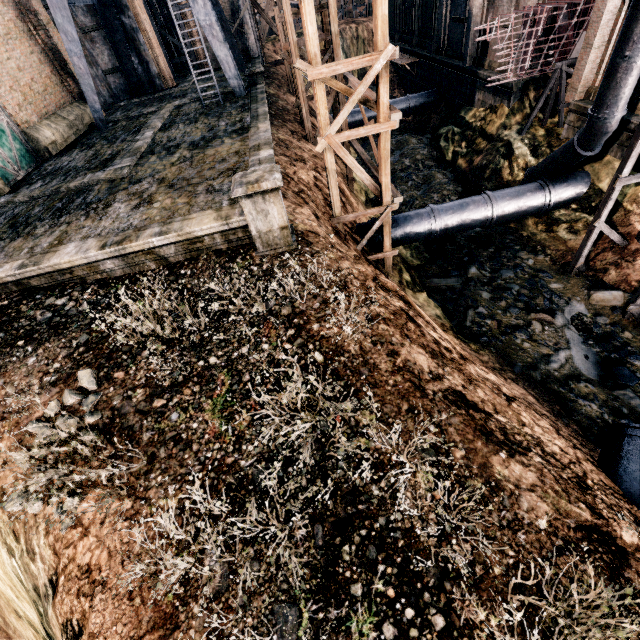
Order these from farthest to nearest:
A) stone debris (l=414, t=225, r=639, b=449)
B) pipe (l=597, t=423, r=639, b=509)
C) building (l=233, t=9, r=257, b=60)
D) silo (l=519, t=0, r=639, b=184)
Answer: building (l=233, t=9, r=257, b=60) < silo (l=519, t=0, r=639, b=184) < stone debris (l=414, t=225, r=639, b=449) < pipe (l=597, t=423, r=639, b=509)

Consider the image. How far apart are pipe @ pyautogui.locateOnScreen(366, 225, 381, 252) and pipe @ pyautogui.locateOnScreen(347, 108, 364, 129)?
18.4 meters

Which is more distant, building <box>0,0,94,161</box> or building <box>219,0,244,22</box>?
building <box>219,0,244,22</box>

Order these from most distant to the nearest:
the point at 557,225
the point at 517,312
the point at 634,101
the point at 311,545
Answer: the point at 557,225 → the point at 634,101 → the point at 517,312 → the point at 311,545

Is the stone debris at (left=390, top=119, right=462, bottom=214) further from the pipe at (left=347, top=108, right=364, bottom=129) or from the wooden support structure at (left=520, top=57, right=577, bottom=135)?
the wooden support structure at (left=520, top=57, right=577, bottom=135)

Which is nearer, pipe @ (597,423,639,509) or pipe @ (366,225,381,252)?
pipe @ (597,423,639,509)

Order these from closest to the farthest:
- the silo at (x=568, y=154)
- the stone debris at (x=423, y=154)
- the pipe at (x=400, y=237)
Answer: the silo at (x=568, y=154) → the pipe at (x=400, y=237) → the stone debris at (x=423, y=154)

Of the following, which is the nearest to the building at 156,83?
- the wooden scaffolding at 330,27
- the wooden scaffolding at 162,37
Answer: the wooden scaffolding at 162,37
